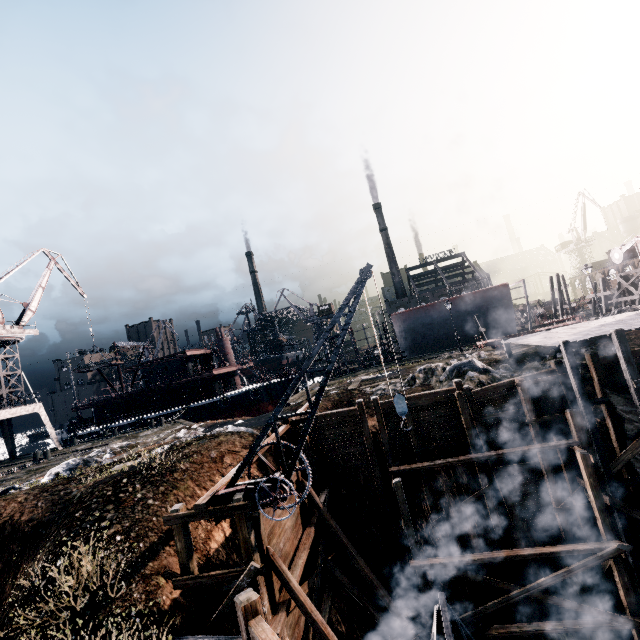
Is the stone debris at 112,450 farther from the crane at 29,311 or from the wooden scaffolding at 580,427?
the crane at 29,311

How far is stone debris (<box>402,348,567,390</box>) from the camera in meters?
19.2 m

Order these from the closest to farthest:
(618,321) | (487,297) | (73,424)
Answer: (618,321), (487,297), (73,424)

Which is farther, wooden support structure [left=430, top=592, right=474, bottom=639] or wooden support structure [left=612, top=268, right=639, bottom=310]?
wooden support structure [left=612, top=268, right=639, bottom=310]

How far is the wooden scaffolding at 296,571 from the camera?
11.52m

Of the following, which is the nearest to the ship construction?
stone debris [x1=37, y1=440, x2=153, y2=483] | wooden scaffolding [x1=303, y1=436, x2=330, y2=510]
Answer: wooden scaffolding [x1=303, y1=436, x2=330, y2=510]

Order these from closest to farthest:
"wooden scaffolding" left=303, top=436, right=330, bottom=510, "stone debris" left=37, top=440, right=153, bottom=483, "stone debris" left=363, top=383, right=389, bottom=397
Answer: "wooden scaffolding" left=303, top=436, right=330, bottom=510
"stone debris" left=37, top=440, right=153, bottom=483
"stone debris" left=363, top=383, right=389, bottom=397

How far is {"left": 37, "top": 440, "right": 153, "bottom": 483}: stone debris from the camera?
18.33m
